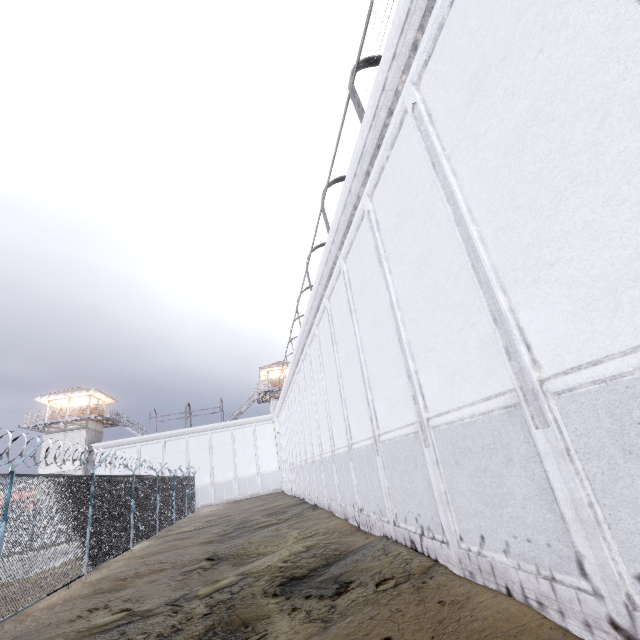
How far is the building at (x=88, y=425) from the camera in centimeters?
3284cm

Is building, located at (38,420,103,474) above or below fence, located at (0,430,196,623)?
above

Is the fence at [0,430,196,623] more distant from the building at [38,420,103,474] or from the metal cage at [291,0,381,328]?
the metal cage at [291,0,381,328]

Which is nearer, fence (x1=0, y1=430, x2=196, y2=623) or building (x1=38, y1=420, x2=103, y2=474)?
fence (x1=0, y1=430, x2=196, y2=623)

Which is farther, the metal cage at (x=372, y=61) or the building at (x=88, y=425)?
the building at (x=88, y=425)

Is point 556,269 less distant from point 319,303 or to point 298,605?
point 298,605
